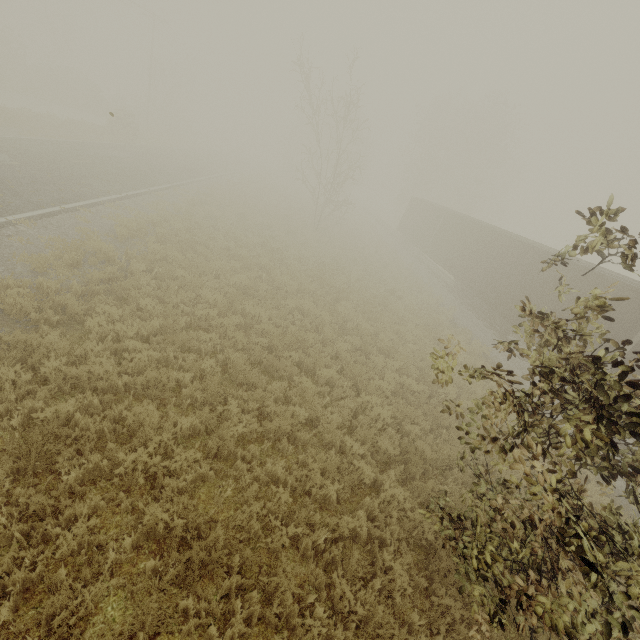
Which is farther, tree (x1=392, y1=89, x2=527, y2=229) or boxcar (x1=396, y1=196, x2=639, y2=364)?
tree (x1=392, y1=89, x2=527, y2=229)

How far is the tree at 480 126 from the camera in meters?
39.1 m

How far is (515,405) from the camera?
2.8 meters

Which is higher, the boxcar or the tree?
the tree

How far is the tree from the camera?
39.1 meters

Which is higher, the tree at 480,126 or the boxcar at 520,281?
the tree at 480,126
